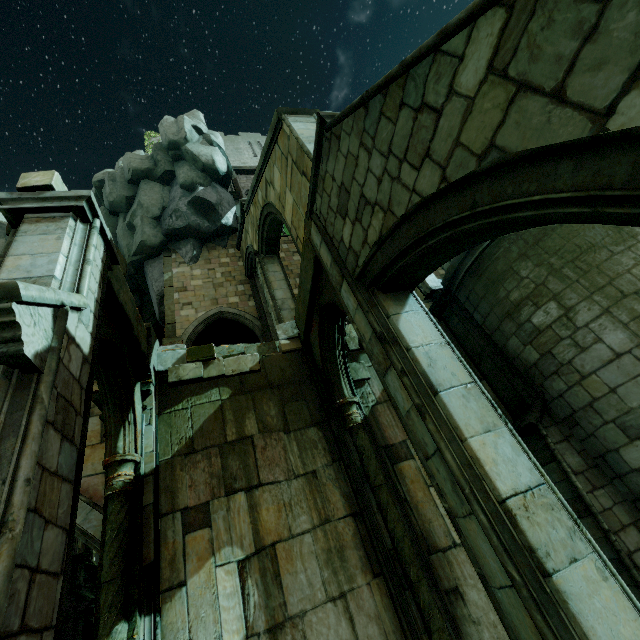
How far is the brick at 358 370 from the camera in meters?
7.4 m

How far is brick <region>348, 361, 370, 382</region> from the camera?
7.4 meters

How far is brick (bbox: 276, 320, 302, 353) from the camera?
7.7m

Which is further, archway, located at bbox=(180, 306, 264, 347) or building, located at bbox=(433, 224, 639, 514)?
archway, located at bbox=(180, 306, 264, 347)

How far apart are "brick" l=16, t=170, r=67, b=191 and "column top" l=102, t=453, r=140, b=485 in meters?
3.6 m

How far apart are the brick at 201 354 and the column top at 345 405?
1.5m

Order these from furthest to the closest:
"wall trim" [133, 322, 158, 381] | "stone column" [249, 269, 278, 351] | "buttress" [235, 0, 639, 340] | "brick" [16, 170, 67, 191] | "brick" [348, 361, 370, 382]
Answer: "stone column" [249, 269, 278, 351]
"brick" [348, 361, 370, 382]
"wall trim" [133, 322, 158, 381]
"brick" [16, 170, 67, 191]
"buttress" [235, 0, 639, 340]

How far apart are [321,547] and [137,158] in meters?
23.0
